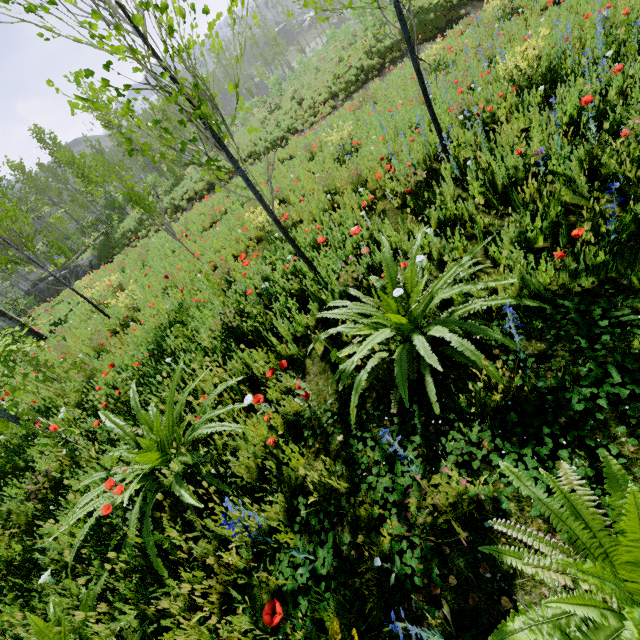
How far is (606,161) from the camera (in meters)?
3.24

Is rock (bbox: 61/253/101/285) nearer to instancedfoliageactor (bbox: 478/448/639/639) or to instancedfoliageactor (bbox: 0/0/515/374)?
instancedfoliageactor (bbox: 0/0/515/374)

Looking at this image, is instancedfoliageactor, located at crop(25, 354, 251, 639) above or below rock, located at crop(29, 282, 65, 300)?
below

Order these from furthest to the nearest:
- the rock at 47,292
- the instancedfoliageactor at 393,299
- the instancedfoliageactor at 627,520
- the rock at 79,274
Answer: the rock at 47,292
the rock at 79,274
the instancedfoliageactor at 393,299
the instancedfoliageactor at 627,520

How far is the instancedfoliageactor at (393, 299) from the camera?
2.14m

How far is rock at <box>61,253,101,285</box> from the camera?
20.6 meters

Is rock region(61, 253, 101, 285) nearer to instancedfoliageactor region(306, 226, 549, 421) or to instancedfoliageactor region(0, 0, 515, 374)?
instancedfoliageactor region(0, 0, 515, 374)
